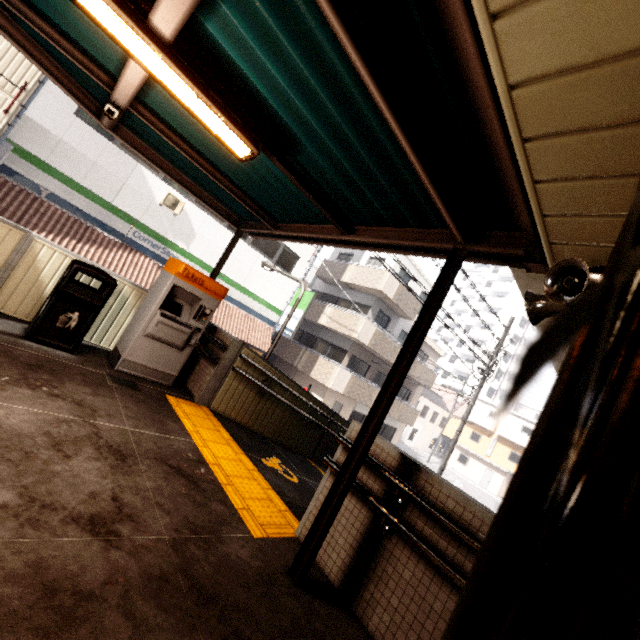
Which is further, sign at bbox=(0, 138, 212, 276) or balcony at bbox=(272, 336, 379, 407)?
balcony at bbox=(272, 336, 379, 407)

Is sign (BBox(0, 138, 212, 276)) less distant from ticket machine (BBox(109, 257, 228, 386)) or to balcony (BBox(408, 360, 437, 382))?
balcony (BBox(408, 360, 437, 382))

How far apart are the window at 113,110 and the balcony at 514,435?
42.43m

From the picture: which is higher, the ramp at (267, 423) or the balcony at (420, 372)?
the balcony at (420, 372)

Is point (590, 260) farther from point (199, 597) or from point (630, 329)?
point (199, 597)

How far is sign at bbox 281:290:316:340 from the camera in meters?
15.9 m

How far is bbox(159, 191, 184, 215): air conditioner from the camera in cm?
1230

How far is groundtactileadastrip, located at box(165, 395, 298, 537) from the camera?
2.97m
